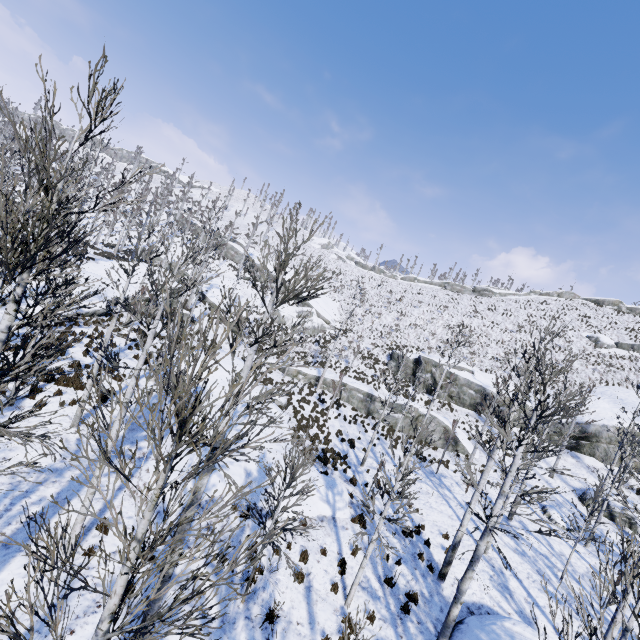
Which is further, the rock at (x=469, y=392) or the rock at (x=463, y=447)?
the rock at (x=469, y=392)

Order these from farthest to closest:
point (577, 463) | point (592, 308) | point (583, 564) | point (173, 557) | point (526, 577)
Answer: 1. point (592, 308)
2. point (577, 463)
3. point (583, 564)
4. point (526, 577)
5. point (173, 557)

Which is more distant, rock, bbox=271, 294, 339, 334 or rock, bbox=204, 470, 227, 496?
rock, bbox=271, 294, 339, 334

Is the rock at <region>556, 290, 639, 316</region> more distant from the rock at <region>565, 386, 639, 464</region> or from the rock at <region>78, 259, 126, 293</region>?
the rock at <region>78, 259, 126, 293</region>

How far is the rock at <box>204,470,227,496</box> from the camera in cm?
1124

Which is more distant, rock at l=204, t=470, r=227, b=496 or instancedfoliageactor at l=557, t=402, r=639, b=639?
rock at l=204, t=470, r=227, b=496

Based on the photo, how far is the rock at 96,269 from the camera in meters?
25.2 m

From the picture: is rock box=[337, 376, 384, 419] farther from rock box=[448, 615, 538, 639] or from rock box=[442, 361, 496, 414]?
rock box=[448, 615, 538, 639]
